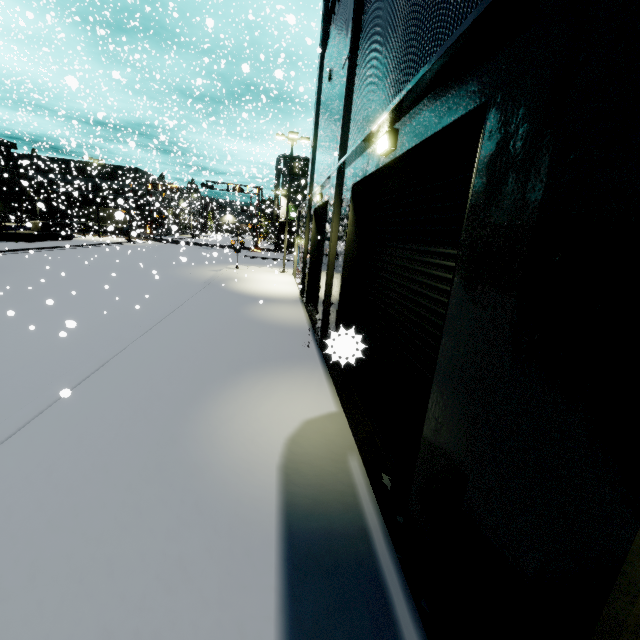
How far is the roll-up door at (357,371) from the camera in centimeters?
348cm

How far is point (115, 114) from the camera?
33.0m

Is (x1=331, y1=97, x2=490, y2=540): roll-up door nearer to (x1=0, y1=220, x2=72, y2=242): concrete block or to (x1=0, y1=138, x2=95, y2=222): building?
(x1=0, y1=138, x2=95, y2=222): building

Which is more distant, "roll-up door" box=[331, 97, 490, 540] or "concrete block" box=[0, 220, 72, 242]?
"concrete block" box=[0, 220, 72, 242]

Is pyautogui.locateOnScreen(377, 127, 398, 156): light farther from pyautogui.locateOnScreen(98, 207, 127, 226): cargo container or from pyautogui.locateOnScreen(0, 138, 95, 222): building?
pyautogui.locateOnScreen(98, 207, 127, 226): cargo container

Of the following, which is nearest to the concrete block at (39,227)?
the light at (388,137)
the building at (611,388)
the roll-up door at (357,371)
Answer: the building at (611,388)

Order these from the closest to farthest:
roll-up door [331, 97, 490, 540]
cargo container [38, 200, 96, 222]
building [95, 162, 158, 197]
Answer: roll-up door [331, 97, 490, 540] < cargo container [38, 200, 96, 222] < building [95, 162, 158, 197]

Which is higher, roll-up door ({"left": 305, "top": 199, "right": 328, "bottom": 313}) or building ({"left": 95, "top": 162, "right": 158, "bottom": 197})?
building ({"left": 95, "top": 162, "right": 158, "bottom": 197})
